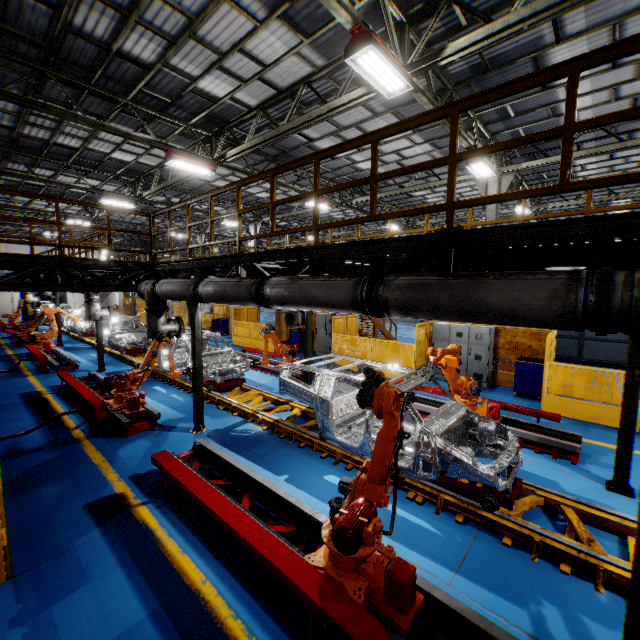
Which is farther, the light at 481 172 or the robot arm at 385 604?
the light at 481 172

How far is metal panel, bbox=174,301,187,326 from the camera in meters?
23.9

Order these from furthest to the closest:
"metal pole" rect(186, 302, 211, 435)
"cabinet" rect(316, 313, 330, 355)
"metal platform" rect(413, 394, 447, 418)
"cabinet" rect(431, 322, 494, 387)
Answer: "cabinet" rect(316, 313, 330, 355)
"cabinet" rect(431, 322, 494, 387)
"metal platform" rect(413, 394, 447, 418)
"metal pole" rect(186, 302, 211, 435)

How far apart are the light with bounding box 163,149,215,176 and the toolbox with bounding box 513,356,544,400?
12.3 meters

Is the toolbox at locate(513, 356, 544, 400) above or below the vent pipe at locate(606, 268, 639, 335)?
below

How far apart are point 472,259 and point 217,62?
8.5 meters

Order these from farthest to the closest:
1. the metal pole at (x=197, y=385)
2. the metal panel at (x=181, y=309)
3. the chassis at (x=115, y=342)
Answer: the metal panel at (x=181, y=309) → the chassis at (x=115, y=342) → the metal pole at (x=197, y=385)
